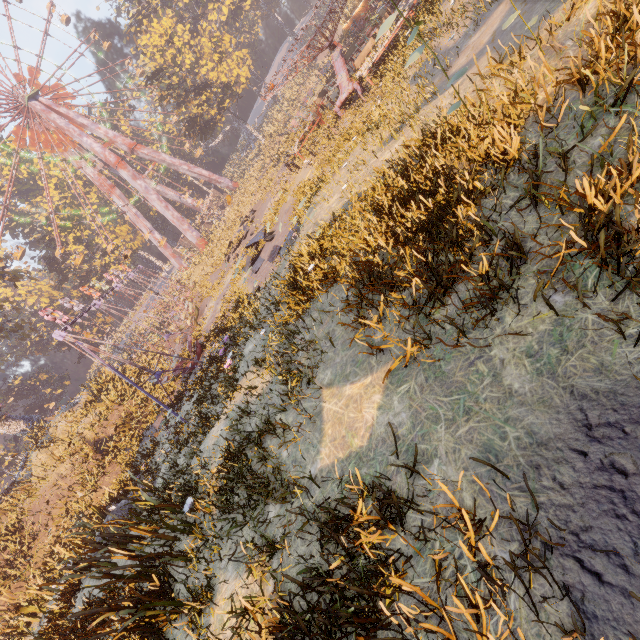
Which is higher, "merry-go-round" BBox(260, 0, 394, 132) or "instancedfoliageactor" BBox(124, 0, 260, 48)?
"instancedfoliageactor" BBox(124, 0, 260, 48)

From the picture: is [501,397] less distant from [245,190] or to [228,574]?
[228,574]

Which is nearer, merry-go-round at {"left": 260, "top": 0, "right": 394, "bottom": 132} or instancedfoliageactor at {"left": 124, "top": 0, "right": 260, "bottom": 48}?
merry-go-round at {"left": 260, "top": 0, "right": 394, "bottom": 132}

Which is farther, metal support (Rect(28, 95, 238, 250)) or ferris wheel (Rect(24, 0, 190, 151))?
ferris wheel (Rect(24, 0, 190, 151))

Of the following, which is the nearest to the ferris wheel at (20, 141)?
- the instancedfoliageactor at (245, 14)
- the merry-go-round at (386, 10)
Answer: the instancedfoliageactor at (245, 14)

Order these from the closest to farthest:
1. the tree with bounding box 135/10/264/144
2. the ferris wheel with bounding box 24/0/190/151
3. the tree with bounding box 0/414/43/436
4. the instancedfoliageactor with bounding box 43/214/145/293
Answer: the tree with bounding box 0/414/43/436, the tree with bounding box 135/10/264/144, the ferris wheel with bounding box 24/0/190/151, the instancedfoliageactor with bounding box 43/214/145/293

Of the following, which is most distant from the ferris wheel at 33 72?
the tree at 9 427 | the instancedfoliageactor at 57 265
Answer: the tree at 9 427

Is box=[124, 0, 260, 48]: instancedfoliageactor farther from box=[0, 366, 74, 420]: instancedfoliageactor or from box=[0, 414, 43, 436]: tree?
box=[0, 414, 43, 436]: tree
